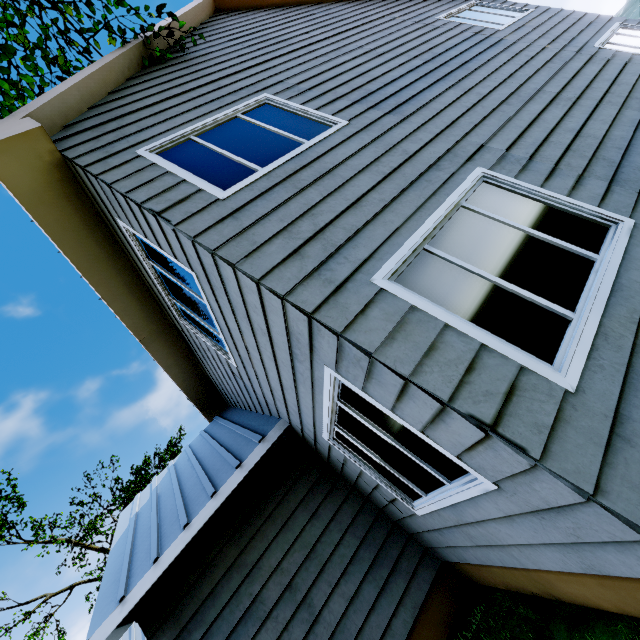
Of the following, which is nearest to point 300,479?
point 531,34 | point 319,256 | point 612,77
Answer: point 319,256
